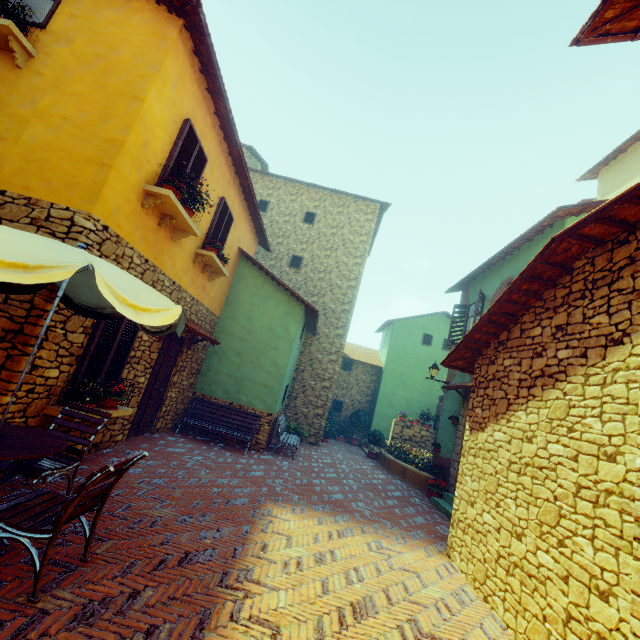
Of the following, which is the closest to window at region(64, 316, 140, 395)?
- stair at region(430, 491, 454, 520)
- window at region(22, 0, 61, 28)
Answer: window at region(22, 0, 61, 28)

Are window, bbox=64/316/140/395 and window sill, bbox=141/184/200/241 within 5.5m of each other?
yes

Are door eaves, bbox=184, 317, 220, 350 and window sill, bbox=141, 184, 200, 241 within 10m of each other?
yes

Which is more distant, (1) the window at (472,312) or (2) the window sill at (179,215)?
(1) the window at (472,312)

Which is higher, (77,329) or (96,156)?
(96,156)

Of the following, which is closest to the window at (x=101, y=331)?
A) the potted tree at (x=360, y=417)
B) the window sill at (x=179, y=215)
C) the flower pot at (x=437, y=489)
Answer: the window sill at (x=179, y=215)

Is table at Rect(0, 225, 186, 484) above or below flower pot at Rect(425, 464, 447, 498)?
above

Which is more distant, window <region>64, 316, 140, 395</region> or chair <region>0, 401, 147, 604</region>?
window <region>64, 316, 140, 395</region>
